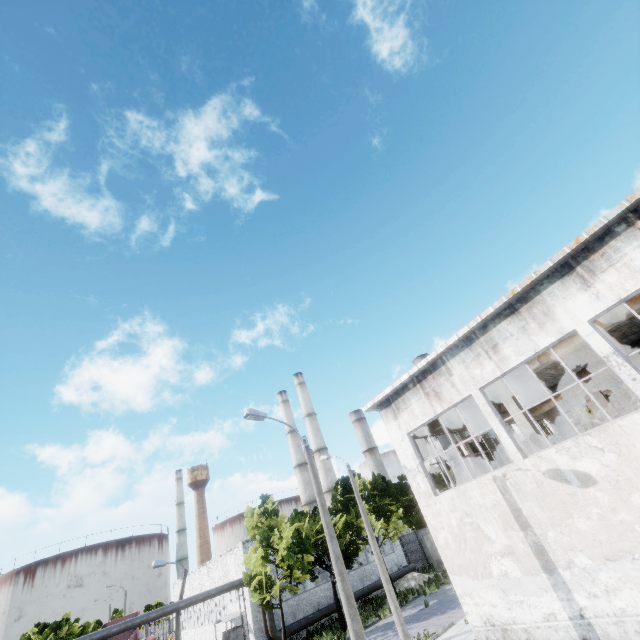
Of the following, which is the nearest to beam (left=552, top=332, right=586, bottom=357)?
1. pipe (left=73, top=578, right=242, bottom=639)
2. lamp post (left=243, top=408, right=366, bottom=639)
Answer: lamp post (left=243, top=408, right=366, bottom=639)

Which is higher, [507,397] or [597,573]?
[507,397]

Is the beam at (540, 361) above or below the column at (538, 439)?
above

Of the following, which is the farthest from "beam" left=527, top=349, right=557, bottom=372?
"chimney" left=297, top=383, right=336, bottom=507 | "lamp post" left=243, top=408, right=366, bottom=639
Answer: "chimney" left=297, top=383, right=336, bottom=507

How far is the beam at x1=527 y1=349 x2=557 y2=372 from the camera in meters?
12.8

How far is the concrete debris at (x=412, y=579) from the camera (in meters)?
29.52

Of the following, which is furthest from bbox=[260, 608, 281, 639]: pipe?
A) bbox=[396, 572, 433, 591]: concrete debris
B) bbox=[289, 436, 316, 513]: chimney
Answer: bbox=[289, 436, 316, 513]: chimney

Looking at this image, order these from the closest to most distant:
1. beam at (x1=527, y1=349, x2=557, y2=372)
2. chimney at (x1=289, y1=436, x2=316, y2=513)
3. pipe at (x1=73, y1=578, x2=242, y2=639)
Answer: beam at (x1=527, y1=349, x2=557, y2=372), pipe at (x1=73, y1=578, x2=242, y2=639), chimney at (x1=289, y1=436, x2=316, y2=513)
